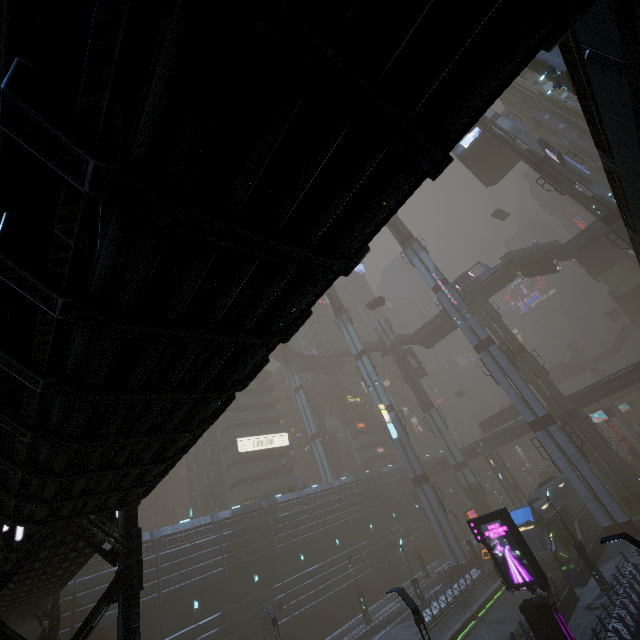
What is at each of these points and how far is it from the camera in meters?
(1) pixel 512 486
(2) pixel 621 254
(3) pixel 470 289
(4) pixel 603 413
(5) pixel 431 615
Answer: Answer:
(1) building, 48.9 m
(2) bridge, 47.6 m
(3) bridge, 48.8 m
(4) sign, 46.3 m
(5) building, 25.6 m

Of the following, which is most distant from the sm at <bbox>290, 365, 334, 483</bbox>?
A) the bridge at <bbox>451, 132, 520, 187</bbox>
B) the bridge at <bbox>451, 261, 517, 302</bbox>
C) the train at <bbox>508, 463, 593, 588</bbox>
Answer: the bridge at <bbox>451, 132, 520, 187</bbox>

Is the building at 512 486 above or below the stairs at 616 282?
below

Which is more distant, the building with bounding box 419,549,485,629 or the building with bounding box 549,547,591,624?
the building with bounding box 419,549,485,629

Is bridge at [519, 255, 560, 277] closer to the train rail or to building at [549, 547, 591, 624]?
building at [549, 547, 591, 624]

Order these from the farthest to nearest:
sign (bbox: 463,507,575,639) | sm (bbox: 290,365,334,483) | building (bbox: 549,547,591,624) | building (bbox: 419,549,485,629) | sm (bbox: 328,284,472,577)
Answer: sm (bbox: 290,365,334,483) < sm (bbox: 328,284,472,577) < building (bbox: 419,549,485,629) < building (bbox: 549,547,591,624) < sign (bbox: 463,507,575,639)

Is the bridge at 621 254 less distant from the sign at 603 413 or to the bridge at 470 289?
the bridge at 470 289

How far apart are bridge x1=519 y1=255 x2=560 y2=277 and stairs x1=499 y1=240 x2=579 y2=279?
0.0 meters
